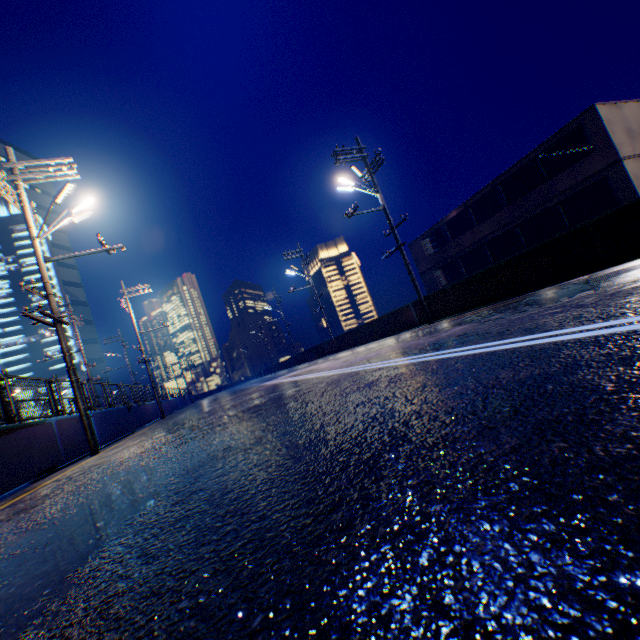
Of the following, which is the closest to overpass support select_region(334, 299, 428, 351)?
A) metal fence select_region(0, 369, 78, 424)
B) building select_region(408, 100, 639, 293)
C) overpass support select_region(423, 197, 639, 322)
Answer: overpass support select_region(423, 197, 639, 322)

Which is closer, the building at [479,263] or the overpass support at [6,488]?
the overpass support at [6,488]

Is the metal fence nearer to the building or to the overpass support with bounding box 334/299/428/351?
the overpass support with bounding box 334/299/428/351

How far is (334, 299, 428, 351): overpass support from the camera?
16.1m

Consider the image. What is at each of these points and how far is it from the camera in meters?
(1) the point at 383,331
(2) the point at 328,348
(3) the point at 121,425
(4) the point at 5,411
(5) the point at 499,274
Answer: (1) overpass support, 19.5 m
(2) overpass support, 28.8 m
(3) overpass support, 14.1 m
(4) metal fence, 7.3 m
(5) overpass support, 11.3 m

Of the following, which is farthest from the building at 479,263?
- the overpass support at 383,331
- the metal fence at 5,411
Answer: the metal fence at 5,411

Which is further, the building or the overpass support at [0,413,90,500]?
the building

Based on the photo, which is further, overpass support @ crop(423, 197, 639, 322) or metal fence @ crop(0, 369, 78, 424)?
overpass support @ crop(423, 197, 639, 322)
